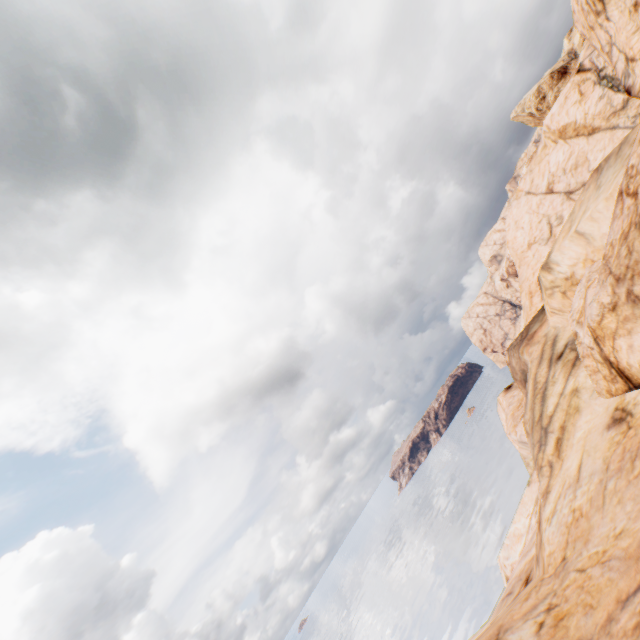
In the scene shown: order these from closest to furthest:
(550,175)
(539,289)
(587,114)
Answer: (539,289) < (587,114) < (550,175)
